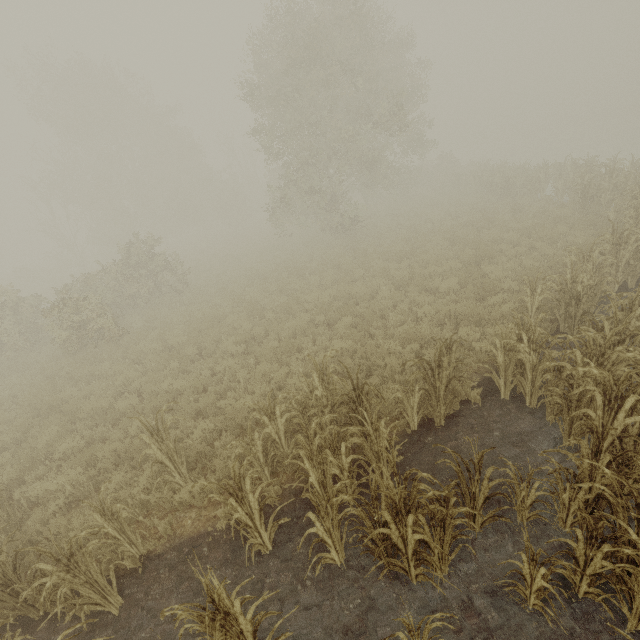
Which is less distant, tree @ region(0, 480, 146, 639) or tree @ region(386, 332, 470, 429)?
tree @ region(0, 480, 146, 639)

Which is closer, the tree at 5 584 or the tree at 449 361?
the tree at 5 584

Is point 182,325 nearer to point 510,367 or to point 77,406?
point 77,406

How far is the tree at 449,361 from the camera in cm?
545

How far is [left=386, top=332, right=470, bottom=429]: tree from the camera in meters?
5.5
